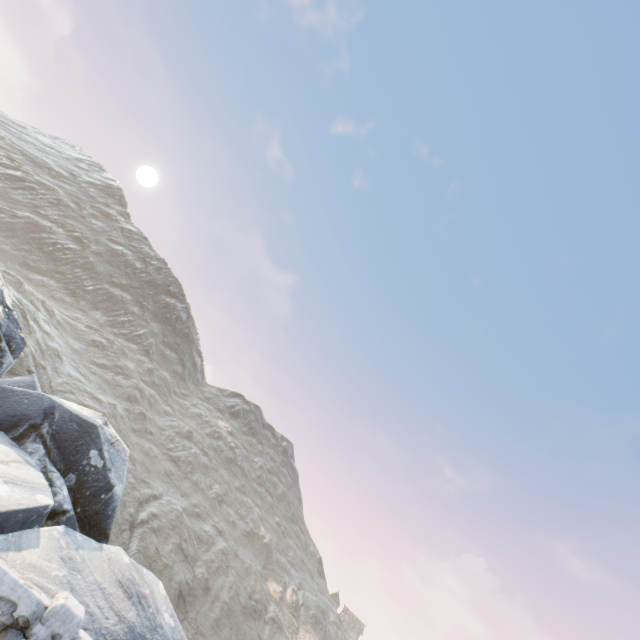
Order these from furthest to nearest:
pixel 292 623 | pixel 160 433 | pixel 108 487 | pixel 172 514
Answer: pixel 160 433, pixel 292 623, pixel 172 514, pixel 108 487

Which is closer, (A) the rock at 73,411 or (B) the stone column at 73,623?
(B) the stone column at 73,623

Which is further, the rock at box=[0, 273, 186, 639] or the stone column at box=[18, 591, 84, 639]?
the rock at box=[0, 273, 186, 639]
